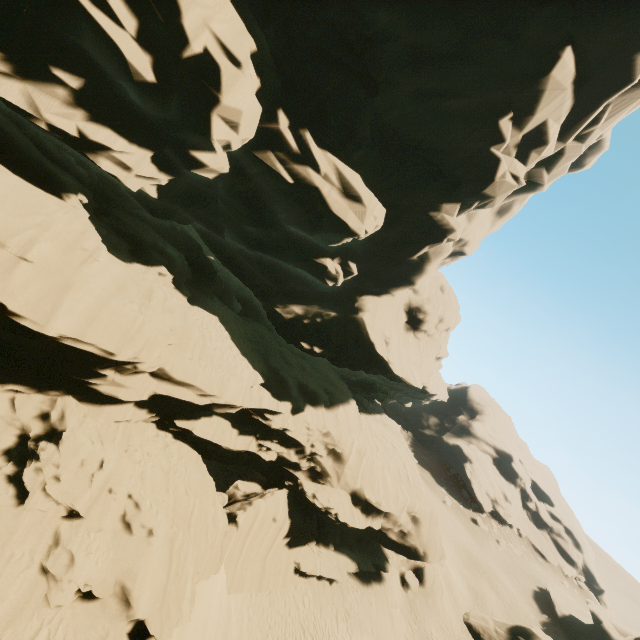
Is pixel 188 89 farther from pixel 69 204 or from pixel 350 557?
pixel 350 557

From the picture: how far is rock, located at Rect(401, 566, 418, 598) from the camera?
27.03m

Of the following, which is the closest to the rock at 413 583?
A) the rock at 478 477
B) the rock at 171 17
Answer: the rock at 171 17

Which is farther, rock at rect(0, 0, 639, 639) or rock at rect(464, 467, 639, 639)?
rock at rect(464, 467, 639, 639)

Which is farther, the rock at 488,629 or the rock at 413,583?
the rock at 413,583

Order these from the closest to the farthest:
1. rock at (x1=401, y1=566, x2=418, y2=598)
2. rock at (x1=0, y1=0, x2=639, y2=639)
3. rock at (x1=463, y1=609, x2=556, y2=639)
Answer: rock at (x1=0, y1=0, x2=639, y2=639) < rock at (x1=463, y1=609, x2=556, y2=639) < rock at (x1=401, y1=566, x2=418, y2=598)

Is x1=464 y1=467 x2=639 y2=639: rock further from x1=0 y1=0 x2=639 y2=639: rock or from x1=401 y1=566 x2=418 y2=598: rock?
x1=401 y1=566 x2=418 y2=598: rock
